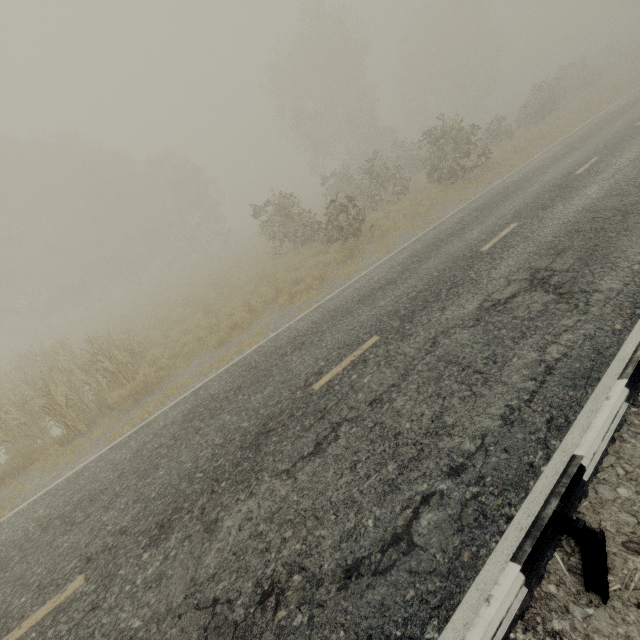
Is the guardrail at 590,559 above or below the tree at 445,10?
below

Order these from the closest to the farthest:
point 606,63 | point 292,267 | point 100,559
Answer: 1. point 100,559
2. point 292,267
3. point 606,63

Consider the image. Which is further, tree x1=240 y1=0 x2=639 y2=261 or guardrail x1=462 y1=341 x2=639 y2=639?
tree x1=240 y1=0 x2=639 y2=261

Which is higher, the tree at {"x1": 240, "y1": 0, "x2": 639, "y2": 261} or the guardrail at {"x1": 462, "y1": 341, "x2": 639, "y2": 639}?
the tree at {"x1": 240, "y1": 0, "x2": 639, "y2": 261}

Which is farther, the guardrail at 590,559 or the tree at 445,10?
the tree at 445,10
